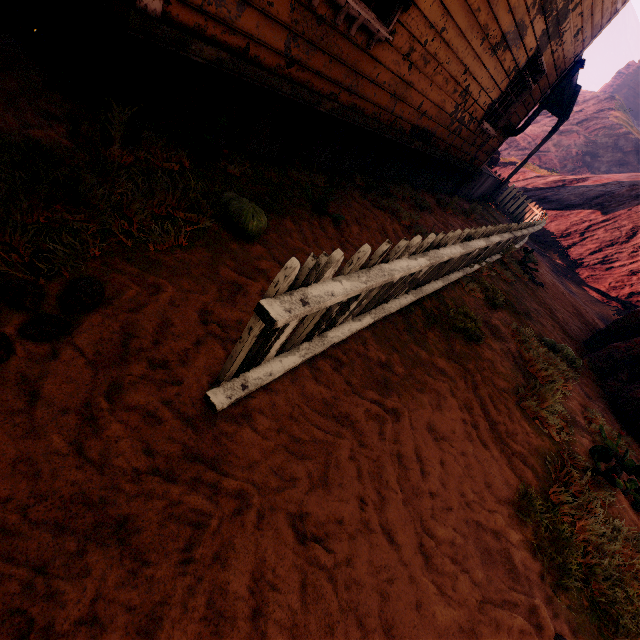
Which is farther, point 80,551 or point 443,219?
point 443,219

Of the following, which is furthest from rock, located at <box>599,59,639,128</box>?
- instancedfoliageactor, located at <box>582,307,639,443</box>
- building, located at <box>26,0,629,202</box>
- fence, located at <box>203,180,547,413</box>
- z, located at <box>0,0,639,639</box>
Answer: instancedfoliageactor, located at <box>582,307,639,443</box>

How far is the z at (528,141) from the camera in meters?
22.5

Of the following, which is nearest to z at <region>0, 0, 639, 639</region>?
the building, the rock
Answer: the building

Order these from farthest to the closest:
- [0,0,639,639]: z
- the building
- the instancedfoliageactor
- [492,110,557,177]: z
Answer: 1. [492,110,557,177]: z
2. the instancedfoliageactor
3. the building
4. [0,0,639,639]: z

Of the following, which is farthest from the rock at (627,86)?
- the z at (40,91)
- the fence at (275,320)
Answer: the fence at (275,320)

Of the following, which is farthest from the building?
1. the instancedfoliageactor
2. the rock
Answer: the rock
